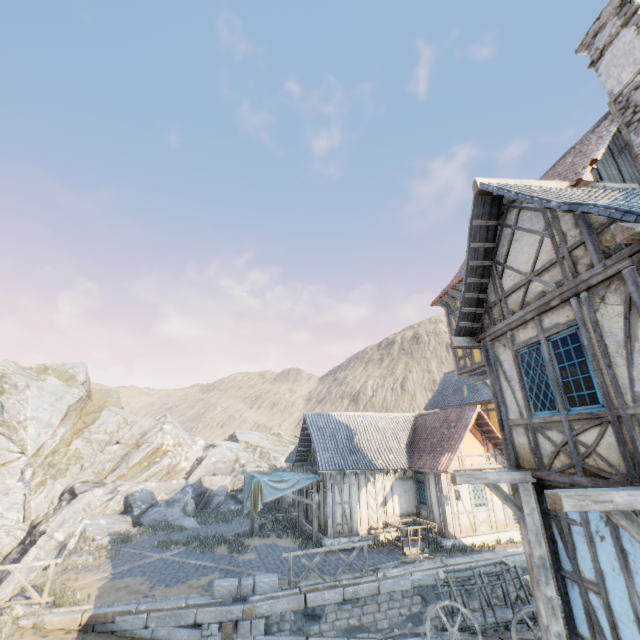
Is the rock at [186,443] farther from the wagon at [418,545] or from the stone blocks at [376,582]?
the wagon at [418,545]

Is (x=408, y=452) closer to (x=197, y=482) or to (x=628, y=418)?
(x=628, y=418)

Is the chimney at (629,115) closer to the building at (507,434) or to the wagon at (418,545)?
the building at (507,434)

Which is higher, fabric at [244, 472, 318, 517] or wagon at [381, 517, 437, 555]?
fabric at [244, 472, 318, 517]

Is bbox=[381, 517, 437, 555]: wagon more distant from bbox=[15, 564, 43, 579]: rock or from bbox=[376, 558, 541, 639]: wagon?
bbox=[15, 564, 43, 579]: rock

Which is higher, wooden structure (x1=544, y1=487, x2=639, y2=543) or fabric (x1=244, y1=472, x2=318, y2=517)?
wooden structure (x1=544, y1=487, x2=639, y2=543)

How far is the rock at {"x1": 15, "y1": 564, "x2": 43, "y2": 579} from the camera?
17.8m

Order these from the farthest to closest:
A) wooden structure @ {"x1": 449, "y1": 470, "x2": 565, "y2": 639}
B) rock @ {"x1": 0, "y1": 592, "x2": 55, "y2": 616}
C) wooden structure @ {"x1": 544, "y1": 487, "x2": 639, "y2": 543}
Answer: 1. rock @ {"x1": 0, "y1": 592, "x2": 55, "y2": 616}
2. wooden structure @ {"x1": 449, "y1": 470, "x2": 565, "y2": 639}
3. wooden structure @ {"x1": 544, "y1": 487, "x2": 639, "y2": 543}
